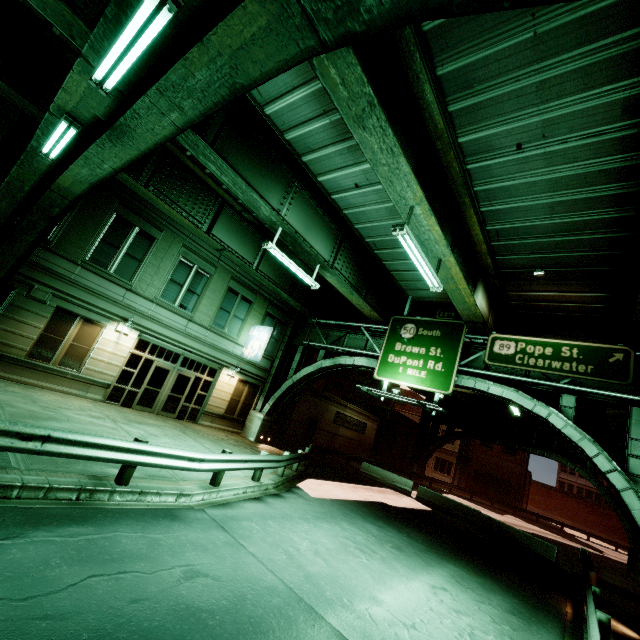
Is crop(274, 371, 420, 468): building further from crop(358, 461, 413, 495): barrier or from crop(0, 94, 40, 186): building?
crop(0, 94, 40, 186): building

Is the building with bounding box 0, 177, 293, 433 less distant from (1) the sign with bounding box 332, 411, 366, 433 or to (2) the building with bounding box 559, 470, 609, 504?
(1) the sign with bounding box 332, 411, 366, 433

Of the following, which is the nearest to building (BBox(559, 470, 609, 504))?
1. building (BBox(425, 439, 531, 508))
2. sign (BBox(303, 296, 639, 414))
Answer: building (BBox(425, 439, 531, 508))

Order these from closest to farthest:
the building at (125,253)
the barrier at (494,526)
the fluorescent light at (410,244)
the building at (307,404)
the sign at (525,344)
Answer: the fluorescent light at (410,244) < the sign at (525,344) < the building at (125,253) < the barrier at (494,526) < the building at (307,404)

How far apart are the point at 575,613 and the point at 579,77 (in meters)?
15.80

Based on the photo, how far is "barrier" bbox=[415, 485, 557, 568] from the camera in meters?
16.6 m

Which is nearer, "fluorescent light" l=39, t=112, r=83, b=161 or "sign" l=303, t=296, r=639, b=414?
"fluorescent light" l=39, t=112, r=83, b=161

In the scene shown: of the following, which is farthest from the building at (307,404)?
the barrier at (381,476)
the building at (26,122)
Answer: the building at (26,122)
